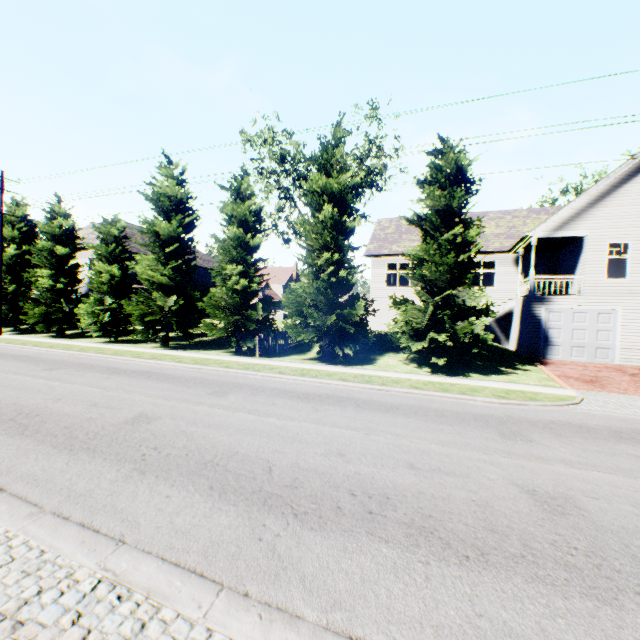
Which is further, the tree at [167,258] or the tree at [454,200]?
the tree at [167,258]

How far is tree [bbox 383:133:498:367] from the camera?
13.7 meters

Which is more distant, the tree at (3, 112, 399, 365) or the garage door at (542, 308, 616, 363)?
the garage door at (542, 308, 616, 363)

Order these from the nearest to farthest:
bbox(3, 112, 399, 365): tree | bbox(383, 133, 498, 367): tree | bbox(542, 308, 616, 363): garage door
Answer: bbox(383, 133, 498, 367): tree, bbox(3, 112, 399, 365): tree, bbox(542, 308, 616, 363): garage door

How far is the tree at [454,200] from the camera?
13.7m

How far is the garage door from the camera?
16.72m

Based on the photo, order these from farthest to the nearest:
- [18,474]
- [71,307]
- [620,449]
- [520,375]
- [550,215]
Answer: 1. [550,215]
2. [71,307]
3. [520,375]
4. [620,449]
5. [18,474]
